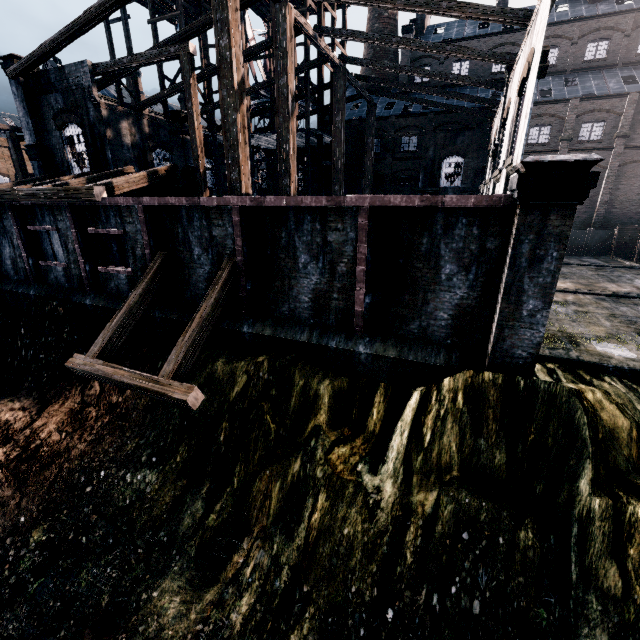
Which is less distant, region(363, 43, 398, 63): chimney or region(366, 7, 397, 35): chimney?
region(366, 7, 397, 35): chimney

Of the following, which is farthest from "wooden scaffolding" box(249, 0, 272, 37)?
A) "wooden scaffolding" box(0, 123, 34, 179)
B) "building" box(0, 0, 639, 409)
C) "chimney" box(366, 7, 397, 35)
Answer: "chimney" box(366, 7, 397, 35)

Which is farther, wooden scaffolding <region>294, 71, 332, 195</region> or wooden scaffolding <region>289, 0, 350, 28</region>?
wooden scaffolding <region>294, 71, 332, 195</region>

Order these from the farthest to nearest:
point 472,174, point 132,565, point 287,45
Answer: point 472,174 → point 287,45 → point 132,565

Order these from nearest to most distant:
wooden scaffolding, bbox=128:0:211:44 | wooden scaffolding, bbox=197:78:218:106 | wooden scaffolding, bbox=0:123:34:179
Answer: wooden scaffolding, bbox=0:123:34:179 → wooden scaffolding, bbox=128:0:211:44 → wooden scaffolding, bbox=197:78:218:106

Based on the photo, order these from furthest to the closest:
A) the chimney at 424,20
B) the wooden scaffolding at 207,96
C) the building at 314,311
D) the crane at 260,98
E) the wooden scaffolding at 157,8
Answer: the chimney at 424,20 < the crane at 260,98 < the wooden scaffolding at 207,96 < the wooden scaffolding at 157,8 < the building at 314,311

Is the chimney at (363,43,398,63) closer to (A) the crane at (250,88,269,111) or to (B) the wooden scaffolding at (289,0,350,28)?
(A) the crane at (250,88,269,111)

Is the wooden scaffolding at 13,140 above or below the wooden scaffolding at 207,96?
below
